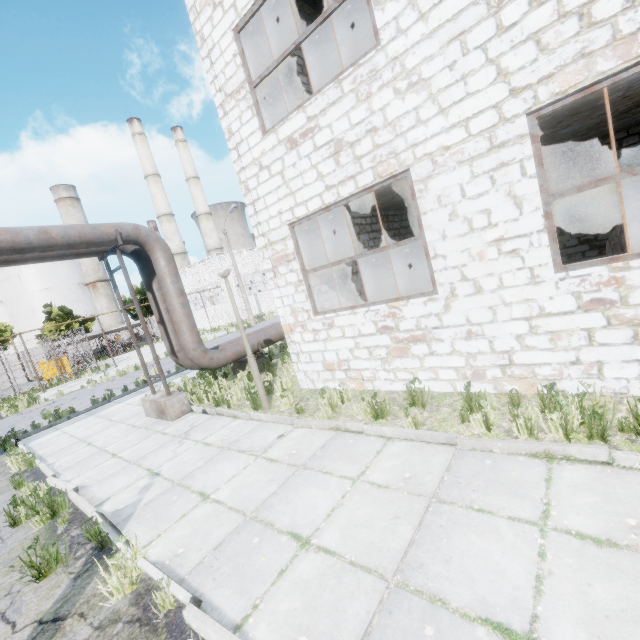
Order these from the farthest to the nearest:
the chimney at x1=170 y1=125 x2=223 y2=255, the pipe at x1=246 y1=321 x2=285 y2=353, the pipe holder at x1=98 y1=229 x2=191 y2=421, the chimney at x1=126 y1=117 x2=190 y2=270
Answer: the chimney at x1=170 y1=125 x2=223 y2=255 < the chimney at x1=126 y1=117 x2=190 y2=270 < the pipe at x1=246 y1=321 x2=285 y2=353 < the pipe holder at x1=98 y1=229 x2=191 y2=421

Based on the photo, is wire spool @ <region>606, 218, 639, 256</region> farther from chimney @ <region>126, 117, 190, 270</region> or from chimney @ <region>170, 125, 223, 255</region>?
chimney @ <region>170, 125, 223, 255</region>

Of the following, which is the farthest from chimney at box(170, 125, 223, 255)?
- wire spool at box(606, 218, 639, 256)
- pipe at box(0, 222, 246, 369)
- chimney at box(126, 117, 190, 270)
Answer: wire spool at box(606, 218, 639, 256)

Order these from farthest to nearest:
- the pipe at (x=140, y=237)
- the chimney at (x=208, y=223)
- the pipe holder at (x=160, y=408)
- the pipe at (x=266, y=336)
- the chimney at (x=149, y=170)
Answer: the chimney at (x=208, y=223), the chimney at (x=149, y=170), the pipe at (x=266, y=336), the pipe holder at (x=160, y=408), the pipe at (x=140, y=237)

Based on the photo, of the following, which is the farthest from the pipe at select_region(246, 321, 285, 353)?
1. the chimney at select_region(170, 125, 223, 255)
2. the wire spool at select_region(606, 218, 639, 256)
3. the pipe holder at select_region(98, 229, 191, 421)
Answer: the chimney at select_region(170, 125, 223, 255)

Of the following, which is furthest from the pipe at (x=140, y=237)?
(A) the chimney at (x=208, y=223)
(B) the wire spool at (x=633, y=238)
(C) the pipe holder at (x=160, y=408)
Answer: (A) the chimney at (x=208, y=223)

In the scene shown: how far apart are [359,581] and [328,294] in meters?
7.0
